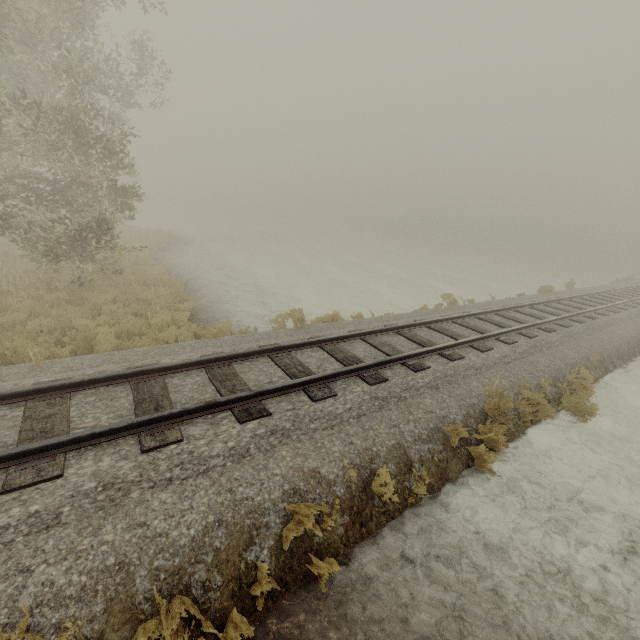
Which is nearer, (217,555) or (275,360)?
(217,555)
